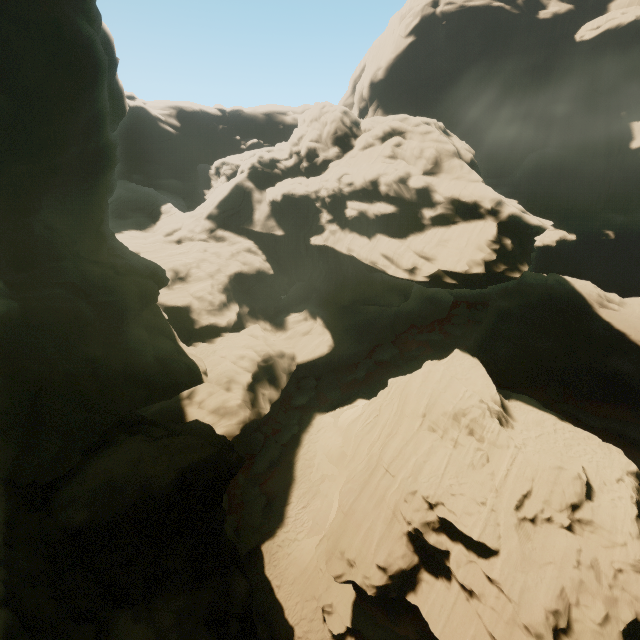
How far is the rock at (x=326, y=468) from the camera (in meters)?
24.31

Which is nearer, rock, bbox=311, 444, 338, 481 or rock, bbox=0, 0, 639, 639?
rock, bbox=0, 0, 639, 639

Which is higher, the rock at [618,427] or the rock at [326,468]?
the rock at [618,427]

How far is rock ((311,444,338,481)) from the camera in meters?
24.3

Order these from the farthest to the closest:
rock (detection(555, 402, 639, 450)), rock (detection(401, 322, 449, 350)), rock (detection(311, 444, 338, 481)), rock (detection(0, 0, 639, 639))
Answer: rock (detection(401, 322, 449, 350)), rock (detection(555, 402, 639, 450)), rock (detection(311, 444, 338, 481)), rock (detection(0, 0, 639, 639))

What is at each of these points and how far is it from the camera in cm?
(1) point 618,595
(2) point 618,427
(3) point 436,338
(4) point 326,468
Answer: (1) rock, 1358
(2) rock, 2669
(3) rock, 4441
(4) rock, 2456
